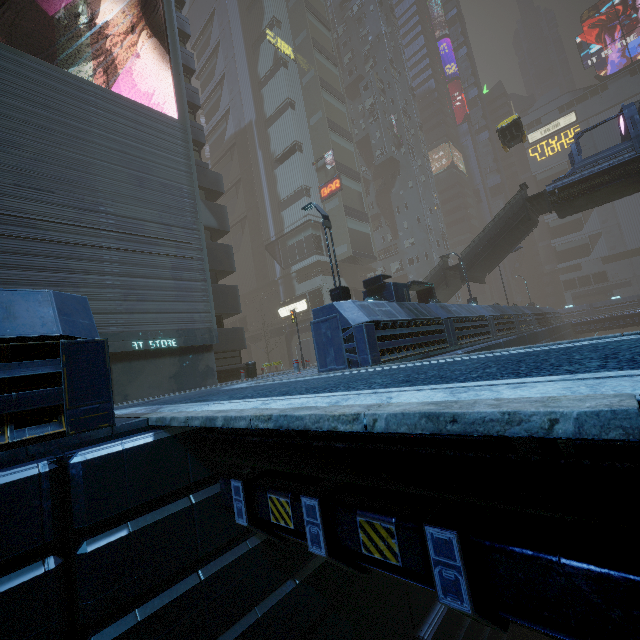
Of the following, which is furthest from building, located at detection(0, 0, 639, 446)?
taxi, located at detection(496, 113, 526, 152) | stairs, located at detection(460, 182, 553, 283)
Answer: taxi, located at detection(496, 113, 526, 152)

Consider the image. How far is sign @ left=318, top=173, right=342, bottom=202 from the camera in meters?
39.0

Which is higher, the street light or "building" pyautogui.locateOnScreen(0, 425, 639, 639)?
the street light

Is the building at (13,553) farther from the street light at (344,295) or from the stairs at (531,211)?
the stairs at (531,211)

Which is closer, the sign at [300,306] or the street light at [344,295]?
the street light at [344,295]

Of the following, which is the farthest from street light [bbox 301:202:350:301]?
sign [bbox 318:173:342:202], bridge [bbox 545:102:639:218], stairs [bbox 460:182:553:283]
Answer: sign [bbox 318:173:342:202]

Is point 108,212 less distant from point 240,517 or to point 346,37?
point 240,517

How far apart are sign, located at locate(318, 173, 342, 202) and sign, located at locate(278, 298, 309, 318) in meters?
12.7
